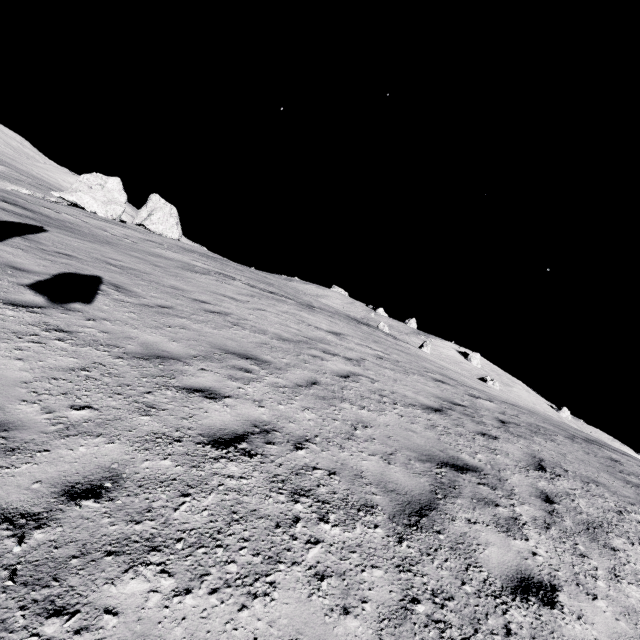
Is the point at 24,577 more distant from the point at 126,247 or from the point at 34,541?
the point at 126,247

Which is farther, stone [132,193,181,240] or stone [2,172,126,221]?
stone [132,193,181,240]

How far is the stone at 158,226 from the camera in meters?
51.5

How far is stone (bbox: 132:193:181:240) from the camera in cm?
5150

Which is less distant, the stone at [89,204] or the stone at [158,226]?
the stone at [89,204]
